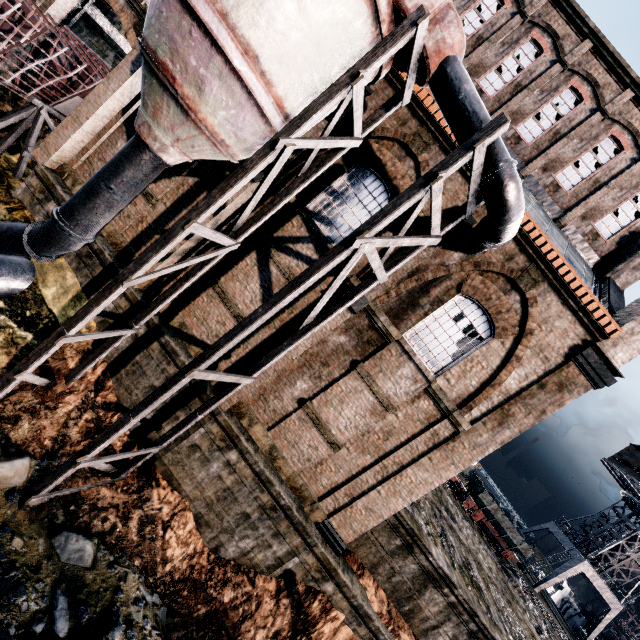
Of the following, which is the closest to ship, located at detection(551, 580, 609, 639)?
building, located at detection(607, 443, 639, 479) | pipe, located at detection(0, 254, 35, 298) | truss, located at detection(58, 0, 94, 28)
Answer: building, located at detection(607, 443, 639, 479)

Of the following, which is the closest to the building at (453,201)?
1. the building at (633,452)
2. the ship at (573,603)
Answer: the building at (633,452)

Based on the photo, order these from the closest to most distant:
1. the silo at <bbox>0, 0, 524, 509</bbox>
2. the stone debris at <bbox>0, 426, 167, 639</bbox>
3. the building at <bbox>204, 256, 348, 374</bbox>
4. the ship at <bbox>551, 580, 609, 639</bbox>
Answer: the silo at <bbox>0, 0, 524, 509</bbox>
the stone debris at <bbox>0, 426, 167, 639</bbox>
the building at <bbox>204, 256, 348, 374</bbox>
the ship at <bbox>551, 580, 609, 639</bbox>

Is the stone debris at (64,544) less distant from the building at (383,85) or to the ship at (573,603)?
the building at (383,85)

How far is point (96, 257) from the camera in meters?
12.5 m

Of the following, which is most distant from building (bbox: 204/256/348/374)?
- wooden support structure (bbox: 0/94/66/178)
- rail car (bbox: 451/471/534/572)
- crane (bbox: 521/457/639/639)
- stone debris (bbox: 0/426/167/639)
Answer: crane (bbox: 521/457/639/639)

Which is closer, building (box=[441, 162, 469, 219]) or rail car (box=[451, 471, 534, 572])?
building (box=[441, 162, 469, 219])
